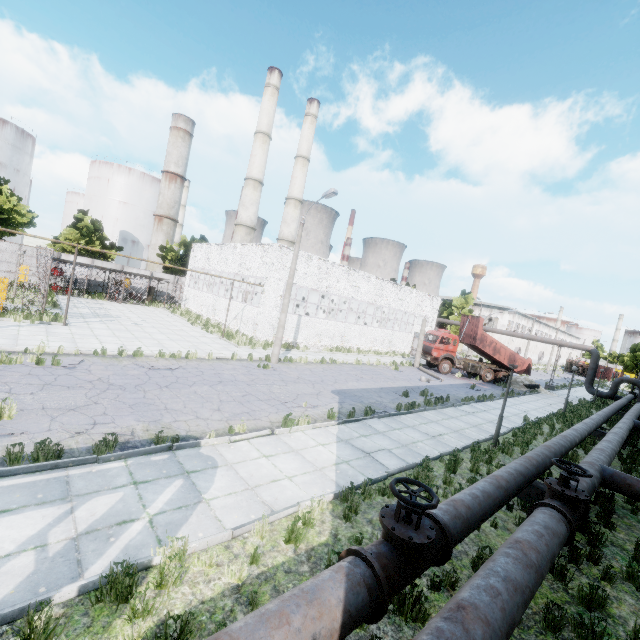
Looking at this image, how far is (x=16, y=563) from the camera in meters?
4.2

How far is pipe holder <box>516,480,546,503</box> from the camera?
8.5 meters

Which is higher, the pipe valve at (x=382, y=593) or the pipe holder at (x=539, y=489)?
the pipe valve at (x=382, y=593)

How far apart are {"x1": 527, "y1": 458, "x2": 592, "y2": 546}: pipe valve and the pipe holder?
1.13m

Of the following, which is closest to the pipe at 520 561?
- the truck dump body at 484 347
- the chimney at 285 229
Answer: the truck dump body at 484 347

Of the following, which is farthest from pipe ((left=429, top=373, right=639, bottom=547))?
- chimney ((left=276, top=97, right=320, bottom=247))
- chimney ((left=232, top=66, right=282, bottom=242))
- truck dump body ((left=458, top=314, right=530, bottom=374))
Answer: chimney ((left=232, top=66, right=282, bottom=242))

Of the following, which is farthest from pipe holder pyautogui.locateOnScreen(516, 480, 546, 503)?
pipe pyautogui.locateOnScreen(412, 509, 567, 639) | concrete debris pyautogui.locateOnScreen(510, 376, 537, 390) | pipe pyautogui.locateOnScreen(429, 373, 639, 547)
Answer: concrete debris pyautogui.locateOnScreen(510, 376, 537, 390)

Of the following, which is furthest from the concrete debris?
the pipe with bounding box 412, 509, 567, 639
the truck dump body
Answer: the pipe with bounding box 412, 509, 567, 639
